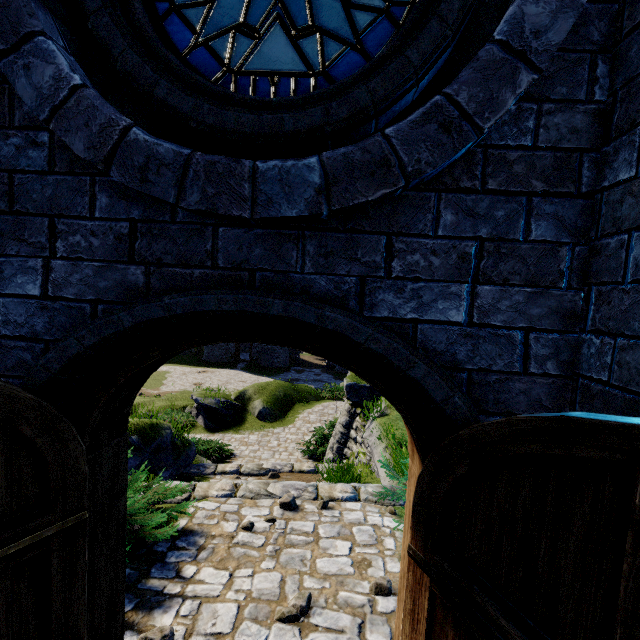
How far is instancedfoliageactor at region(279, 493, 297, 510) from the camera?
4.8m

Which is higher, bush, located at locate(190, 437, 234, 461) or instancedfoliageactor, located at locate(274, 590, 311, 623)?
instancedfoliageactor, located at locate(274, 590, 311, 623)

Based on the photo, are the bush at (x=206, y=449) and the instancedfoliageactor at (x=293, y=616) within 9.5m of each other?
no

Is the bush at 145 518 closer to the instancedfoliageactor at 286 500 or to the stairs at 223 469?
the instancedfoliageactor at 286 500

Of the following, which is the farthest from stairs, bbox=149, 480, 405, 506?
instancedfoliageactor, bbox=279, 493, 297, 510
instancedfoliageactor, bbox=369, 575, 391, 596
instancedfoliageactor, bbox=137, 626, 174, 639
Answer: instancedfoliageactor, bbox=137, 626, 174, 639

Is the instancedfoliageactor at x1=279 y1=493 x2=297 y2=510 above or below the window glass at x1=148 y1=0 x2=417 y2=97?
below

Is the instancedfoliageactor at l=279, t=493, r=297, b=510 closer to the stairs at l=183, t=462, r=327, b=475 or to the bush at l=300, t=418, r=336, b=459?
the stairs at l=183, t=462, r=327, b=475

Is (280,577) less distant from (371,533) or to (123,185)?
(371,533)
